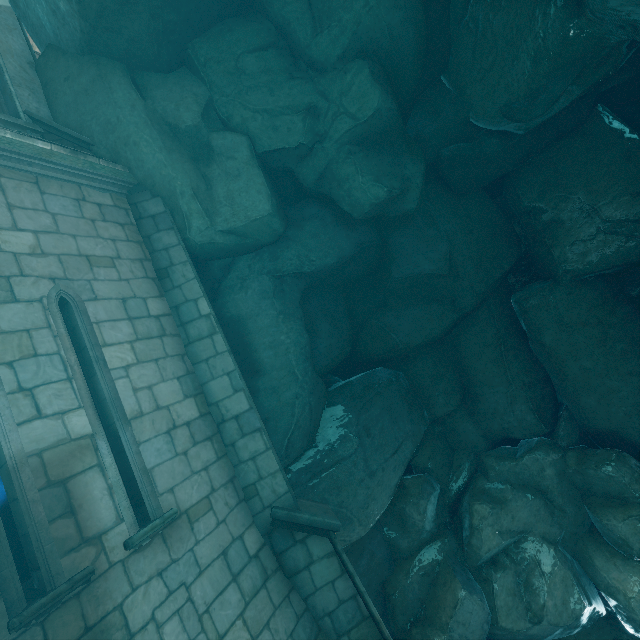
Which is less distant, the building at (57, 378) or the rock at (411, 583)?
the building at (57, 378)

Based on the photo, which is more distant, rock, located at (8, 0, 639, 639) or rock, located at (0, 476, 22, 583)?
rock, located at (0, 476, 22, 583)

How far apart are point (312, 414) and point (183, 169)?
5.2 meters

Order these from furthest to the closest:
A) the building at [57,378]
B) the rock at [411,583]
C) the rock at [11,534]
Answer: the rock at [11,534], the rock at [411,583], the building at [57,378]

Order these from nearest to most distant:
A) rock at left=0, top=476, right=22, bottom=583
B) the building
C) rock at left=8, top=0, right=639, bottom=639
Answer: the building < rock at left=8, top=0, right=639, bottom=639 < rock at left=0, top=476, right=22, bottom=583

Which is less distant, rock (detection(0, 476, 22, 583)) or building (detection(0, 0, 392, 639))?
building (detection(0, 0, 392, 639))
